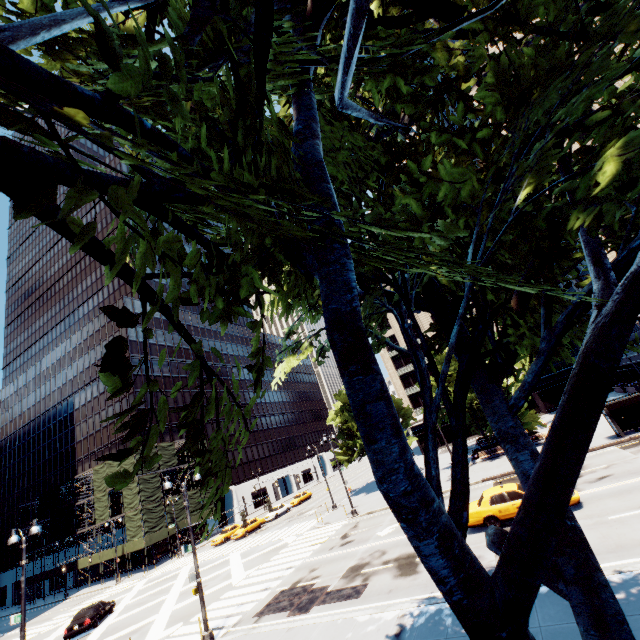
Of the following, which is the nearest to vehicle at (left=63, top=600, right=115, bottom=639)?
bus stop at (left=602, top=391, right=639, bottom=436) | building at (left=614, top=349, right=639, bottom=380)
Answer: bus stop at (left=602, top=391, right=639, bottom=436)

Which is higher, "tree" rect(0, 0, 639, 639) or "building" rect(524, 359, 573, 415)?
"tree" rect(0, 0, 639, 639)

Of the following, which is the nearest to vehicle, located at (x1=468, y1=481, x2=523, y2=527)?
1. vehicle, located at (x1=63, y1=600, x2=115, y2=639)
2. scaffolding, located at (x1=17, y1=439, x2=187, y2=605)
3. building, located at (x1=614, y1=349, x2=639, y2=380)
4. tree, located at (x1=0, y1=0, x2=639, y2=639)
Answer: tree, located at (x1=0, y1=0, x2=639, y2=639)

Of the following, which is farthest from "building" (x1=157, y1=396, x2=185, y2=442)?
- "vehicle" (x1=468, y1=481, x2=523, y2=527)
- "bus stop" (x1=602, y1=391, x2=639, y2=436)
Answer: "bus stop" (x1=602, y1=391, x2=639, y2=436)

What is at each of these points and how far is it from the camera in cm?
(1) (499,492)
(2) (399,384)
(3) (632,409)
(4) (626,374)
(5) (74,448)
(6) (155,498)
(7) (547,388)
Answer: (1) vehicle, 1585
(2) building, 5966
(3) bus stop, 2269
(4) building, 4156
(5) building, 5969
(6) scaffolding, 4584
(7) building, 4903

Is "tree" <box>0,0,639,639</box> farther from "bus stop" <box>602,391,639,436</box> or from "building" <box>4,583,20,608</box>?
"building" <box>4,583,20,608</box>

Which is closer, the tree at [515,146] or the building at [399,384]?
the tree at [515,146]

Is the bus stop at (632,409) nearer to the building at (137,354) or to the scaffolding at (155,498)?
the scaffolding at (155,498)
